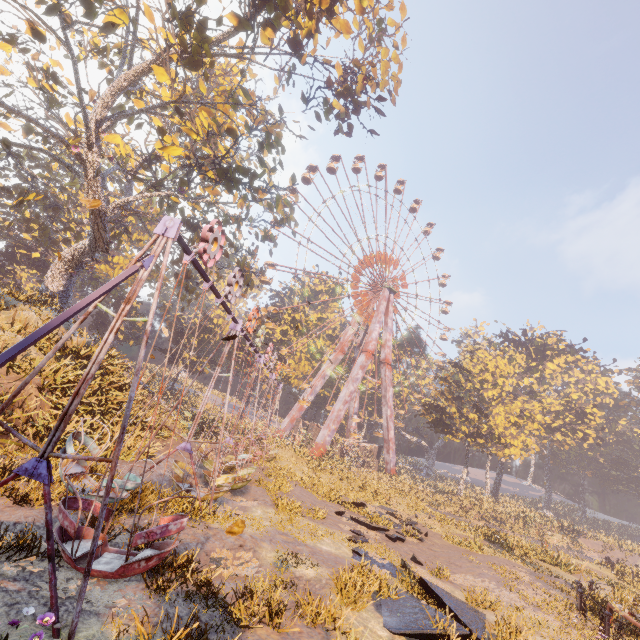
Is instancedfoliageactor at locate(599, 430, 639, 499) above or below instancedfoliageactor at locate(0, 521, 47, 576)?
above

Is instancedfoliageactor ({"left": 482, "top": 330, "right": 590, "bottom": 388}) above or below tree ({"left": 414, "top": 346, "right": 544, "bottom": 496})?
above

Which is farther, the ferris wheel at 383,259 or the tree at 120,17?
the ferris wheel at 383,259

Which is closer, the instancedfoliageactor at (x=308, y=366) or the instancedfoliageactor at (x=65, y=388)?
the instancedfoliageactor at (x=65, y=388)

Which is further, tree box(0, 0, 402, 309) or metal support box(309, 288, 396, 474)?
metal support box(309, 288, 396, 474)

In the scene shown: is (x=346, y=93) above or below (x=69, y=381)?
above

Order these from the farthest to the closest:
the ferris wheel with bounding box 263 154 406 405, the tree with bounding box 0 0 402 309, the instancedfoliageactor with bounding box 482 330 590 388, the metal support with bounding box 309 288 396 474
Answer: the instancedfoliageactor with bounding box 482 330 590 388
the ferris wheel with bounding box 263 154 406 405
the metal support with bounding box 309 288 396 474
the tree with bounding box 0 0 402 309

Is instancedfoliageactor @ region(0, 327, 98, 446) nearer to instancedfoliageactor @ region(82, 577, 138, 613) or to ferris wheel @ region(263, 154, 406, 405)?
instancedfoliageactor @ region(82, 577, 138, 613)
